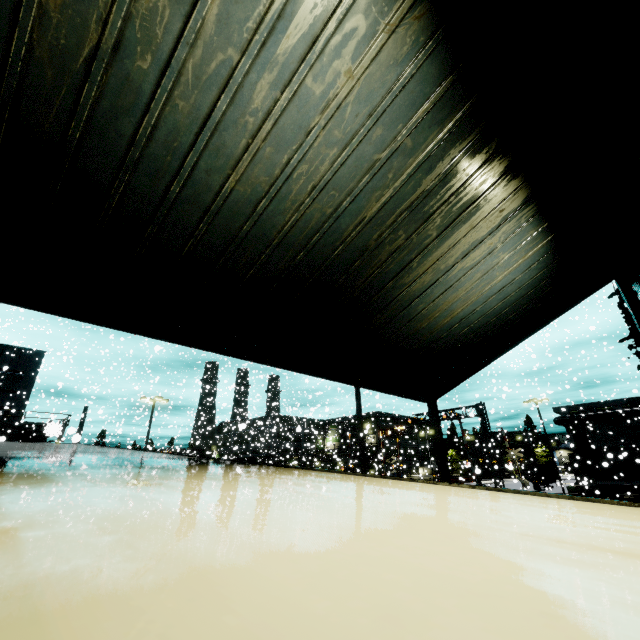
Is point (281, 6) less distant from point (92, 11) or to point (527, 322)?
point (92, 11)

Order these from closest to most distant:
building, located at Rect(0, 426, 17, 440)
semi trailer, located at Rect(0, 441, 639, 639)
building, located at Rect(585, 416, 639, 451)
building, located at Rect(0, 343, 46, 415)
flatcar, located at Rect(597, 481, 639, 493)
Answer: semi trailer, located at Rect(0, 441, 639, 639) < building, located at Rect(0, 426, 17, 440) < flatcar, located at Rect(597, 481, 639, 493) < building, located at Rect(0, 343, 46, 415) < building, located at Rect(585, 416, 639, 451)

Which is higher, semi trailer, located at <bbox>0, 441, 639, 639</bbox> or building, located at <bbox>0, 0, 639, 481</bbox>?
building, located at <bbox>0, 0, 639, 481</bbox>

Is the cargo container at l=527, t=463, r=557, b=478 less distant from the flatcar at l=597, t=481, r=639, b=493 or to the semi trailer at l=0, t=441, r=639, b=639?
the flatcar at l=597, t=481, r=639, b=493

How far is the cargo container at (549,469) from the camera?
46.10m

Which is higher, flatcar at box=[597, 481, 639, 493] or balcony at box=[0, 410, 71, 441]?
balcony at box=[0, 410, 71, 441]

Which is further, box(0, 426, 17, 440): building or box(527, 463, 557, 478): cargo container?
box(527, 463, 557, 478): cargo container

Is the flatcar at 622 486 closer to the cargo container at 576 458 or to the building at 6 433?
the cargo container at 576 458
